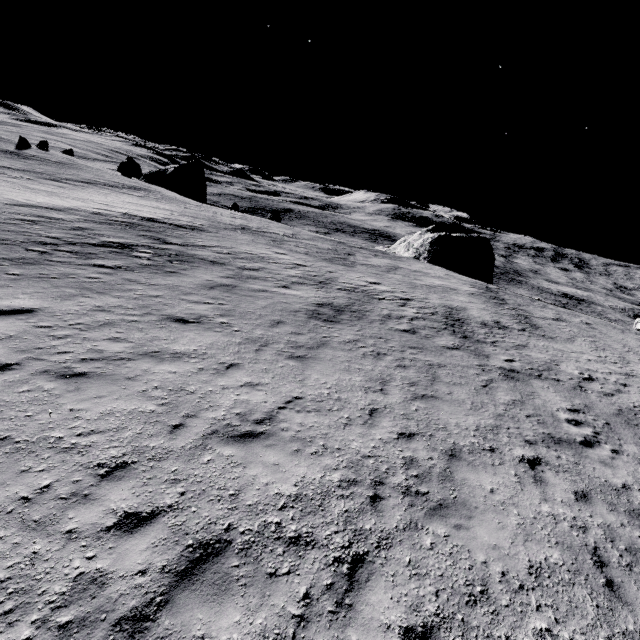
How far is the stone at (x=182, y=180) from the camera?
54.6 meters

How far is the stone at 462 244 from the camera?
42.9 meters

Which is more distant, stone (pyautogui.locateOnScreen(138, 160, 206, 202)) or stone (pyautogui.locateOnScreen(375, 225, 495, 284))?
stone (pyautogui.locateOnScreen(138, 160, 206, 202))

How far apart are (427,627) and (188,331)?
9.2m

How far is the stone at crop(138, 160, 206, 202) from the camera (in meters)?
54.59

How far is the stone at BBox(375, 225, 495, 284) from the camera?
42.88m
